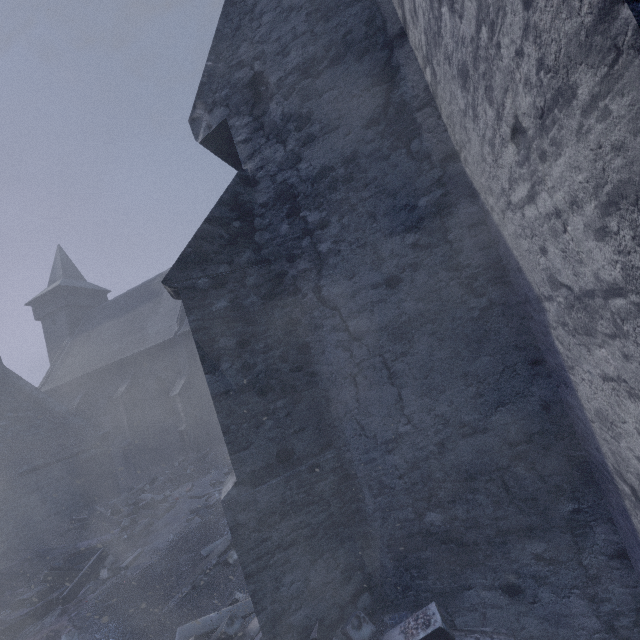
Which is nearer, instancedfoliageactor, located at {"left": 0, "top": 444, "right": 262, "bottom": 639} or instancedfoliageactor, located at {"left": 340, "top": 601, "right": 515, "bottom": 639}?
instancedfoliageactor, located at {"left": 340, "top": 601, "right": 515, "bottom": 639}

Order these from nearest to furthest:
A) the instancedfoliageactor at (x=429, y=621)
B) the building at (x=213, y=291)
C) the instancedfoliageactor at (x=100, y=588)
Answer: the building at (x=213, y=291), the instancedfoliageactor at (x=429, y=621), the instancedfoliageactor at (x=100, y=588)

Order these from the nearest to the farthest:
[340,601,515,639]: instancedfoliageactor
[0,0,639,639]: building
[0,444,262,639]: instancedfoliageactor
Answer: [0,0,639,639]: building < [340,601,515,639]: instancedfoliageactor < [0,444,262,639]: instancedfoliageactor

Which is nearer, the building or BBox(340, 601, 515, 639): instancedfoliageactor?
the building

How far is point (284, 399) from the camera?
3.8 meters

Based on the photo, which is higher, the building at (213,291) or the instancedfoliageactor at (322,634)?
the building at (213,291)

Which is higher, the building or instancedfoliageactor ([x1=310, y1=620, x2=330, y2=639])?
the building
